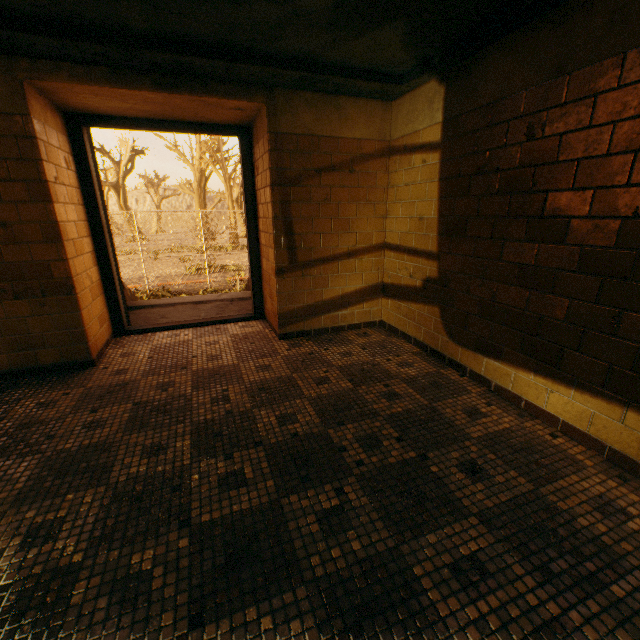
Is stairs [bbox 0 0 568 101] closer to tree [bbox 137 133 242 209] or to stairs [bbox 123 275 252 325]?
stairs [bbox 123 275 252 325]

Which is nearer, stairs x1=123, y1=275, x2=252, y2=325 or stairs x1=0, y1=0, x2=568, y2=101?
stairs x1=0, y1=0, x2=568, y2=101

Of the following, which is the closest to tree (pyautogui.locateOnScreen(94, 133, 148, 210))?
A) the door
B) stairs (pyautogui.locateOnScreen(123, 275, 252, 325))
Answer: stairs (pyautogui.locateOnScreen(123, 275, 252, 325))

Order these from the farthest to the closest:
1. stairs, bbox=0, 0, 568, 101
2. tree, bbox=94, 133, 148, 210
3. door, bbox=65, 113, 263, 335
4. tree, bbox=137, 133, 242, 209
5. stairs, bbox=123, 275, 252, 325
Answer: tree, bbox=94, 133, 148, 210 < tree, bbox=137, 133, 242, 209 < stairs, bbox=123, 275, 252, 325 < door, bbox=65, 113, 263, 335 < stairs, bbox=0, 0, 568, 101

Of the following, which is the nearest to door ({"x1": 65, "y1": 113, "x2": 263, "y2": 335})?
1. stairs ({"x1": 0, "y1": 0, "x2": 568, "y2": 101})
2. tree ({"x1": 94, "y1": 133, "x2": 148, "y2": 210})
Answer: stairs ({"x1": 0, "y1": 0, "x2": 568, "y2": 101})

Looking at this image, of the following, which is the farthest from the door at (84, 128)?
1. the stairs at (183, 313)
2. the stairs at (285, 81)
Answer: the stairs at (285, 81)

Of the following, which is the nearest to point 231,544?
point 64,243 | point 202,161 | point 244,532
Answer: point 244,532

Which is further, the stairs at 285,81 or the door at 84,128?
the door at 84,128
